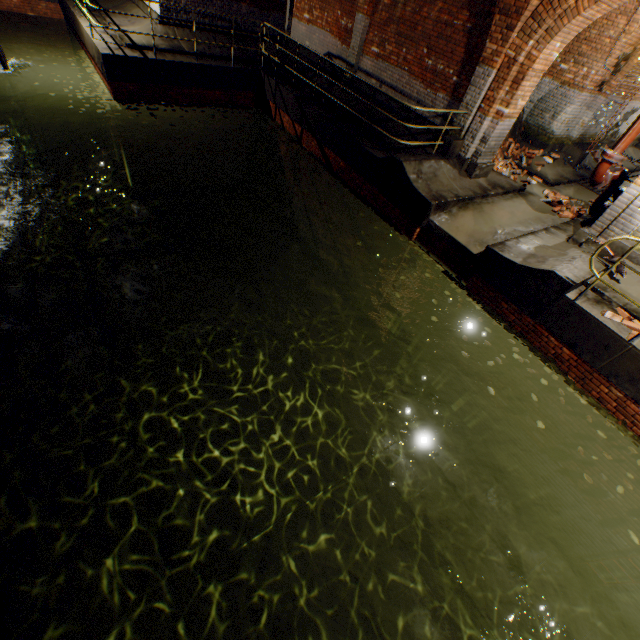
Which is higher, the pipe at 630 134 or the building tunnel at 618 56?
the building tunnel at 618 56

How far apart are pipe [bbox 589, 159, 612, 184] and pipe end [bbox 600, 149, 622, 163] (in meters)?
0.03

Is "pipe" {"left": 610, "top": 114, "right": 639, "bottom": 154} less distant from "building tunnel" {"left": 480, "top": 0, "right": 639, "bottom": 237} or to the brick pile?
"building tunnel" {"left": 480, "top": 0, "right": 639, "bottom": 237}

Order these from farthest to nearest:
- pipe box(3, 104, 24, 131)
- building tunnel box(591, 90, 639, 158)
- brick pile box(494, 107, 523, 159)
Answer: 1. building tunnel box(591, 90, 639, 158)
2. brick pile box(494, 107, 523, 159)
3. pipe box(3, 104, 24, 131)

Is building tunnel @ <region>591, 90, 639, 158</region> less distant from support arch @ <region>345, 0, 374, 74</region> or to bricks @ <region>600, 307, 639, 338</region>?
support arch @ <region>345, 0, 374, 74</region>

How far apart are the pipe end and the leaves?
10.3m

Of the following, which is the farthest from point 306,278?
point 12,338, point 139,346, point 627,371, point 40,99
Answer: point 40,99

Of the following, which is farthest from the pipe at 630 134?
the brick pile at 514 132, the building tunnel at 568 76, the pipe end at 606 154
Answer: the brick pile at 514 132
